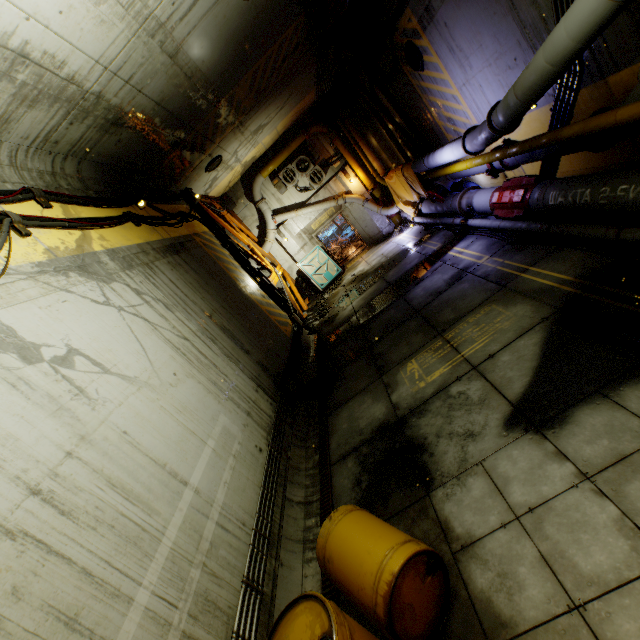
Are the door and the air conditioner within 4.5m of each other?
yes

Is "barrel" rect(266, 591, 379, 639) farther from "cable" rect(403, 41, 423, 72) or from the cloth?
the cloth

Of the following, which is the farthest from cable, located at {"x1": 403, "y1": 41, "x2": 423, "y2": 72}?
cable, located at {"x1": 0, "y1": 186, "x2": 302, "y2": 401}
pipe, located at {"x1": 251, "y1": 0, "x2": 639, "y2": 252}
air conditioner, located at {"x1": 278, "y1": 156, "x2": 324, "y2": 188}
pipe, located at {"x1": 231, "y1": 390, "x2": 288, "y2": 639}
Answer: pipe, located at {"x1": 231, "y1": 390, "x2": 288, "y2": 639}

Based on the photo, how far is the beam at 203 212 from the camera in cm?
1251

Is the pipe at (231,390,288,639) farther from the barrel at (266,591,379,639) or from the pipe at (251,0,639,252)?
the pipe at (251,0,639,252)

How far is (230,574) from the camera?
3.61m

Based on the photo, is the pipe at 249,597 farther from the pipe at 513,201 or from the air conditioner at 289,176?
the air conditioner at 289,176

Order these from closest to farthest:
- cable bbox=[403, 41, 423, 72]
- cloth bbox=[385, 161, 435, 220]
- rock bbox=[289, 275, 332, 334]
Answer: cable bbox=[403, 41, 423, 72] → cloth bbox=[385, 161, 435, 220] → rock bbox=[289, 275, 332, 334]
